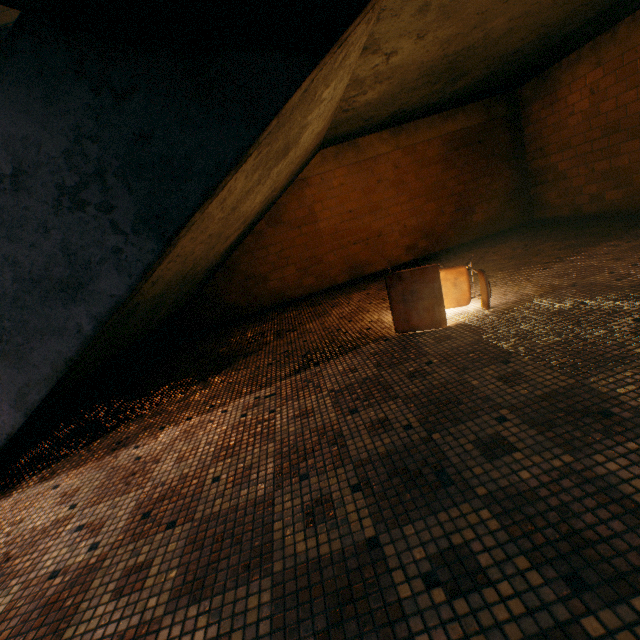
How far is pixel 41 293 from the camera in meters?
1.9

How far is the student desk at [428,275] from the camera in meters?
2.7 m

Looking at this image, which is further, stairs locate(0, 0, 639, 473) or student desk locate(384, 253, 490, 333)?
student desk locate(384, 253, 490, 333)

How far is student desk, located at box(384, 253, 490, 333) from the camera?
2.66m

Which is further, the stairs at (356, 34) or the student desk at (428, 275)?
the student desk at (428, 275)

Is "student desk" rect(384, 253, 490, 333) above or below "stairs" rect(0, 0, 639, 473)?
below
